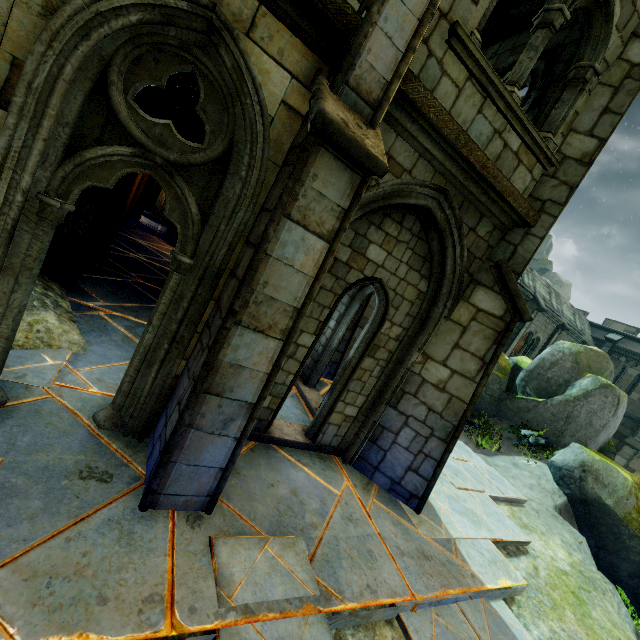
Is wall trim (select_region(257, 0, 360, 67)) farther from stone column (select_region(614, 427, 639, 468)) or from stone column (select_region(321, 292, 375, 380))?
stone column (select_region(614, 427, 639, 468))

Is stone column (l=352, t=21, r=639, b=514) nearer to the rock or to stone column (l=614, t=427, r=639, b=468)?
the rock

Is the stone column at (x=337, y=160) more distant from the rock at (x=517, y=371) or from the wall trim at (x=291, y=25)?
the rock at (x=517, y=371)

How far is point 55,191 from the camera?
2.8m

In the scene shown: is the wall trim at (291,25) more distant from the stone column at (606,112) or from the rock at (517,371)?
the rock at (517,371)

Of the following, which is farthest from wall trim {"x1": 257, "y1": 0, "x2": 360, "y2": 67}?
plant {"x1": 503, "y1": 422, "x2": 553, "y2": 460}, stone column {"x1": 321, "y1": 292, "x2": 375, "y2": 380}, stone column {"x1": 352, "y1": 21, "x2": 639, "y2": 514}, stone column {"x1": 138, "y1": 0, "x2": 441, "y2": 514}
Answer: plant {"x1": 503, "y1": 422, "x2": 553, "y2": 460}

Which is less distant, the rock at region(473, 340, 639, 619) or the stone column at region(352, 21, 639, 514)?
the stone column at region(352, 21, 639, 514)

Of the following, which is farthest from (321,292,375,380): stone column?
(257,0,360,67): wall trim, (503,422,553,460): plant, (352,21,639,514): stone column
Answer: (503,422,553,460): plant
